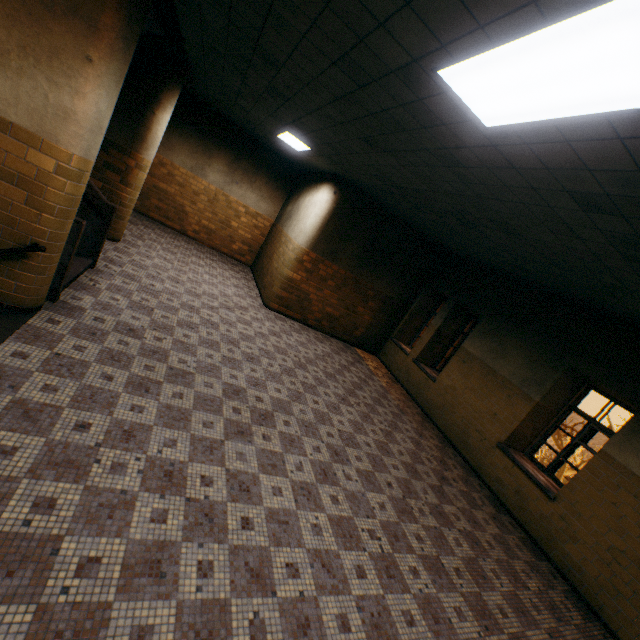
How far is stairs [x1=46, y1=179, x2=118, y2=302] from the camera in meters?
4.1

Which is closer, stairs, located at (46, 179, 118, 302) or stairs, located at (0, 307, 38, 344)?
stairs, located at (0, 307, 38, 344)

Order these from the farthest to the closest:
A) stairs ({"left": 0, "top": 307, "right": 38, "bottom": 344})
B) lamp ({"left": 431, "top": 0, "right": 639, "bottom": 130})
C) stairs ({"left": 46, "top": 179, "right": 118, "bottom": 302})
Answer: stairs ({"left": 46, "top": 179, "right": 118, "bottom": 302})
stairs ({"left": 0, "top": 307, "right": 38, "bottom": 344})
lamp ({"left": 431, "top": 0, "right": 639, "bottom": 130})

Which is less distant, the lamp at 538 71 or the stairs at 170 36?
the lamp at 538 71

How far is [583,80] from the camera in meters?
1.7 m

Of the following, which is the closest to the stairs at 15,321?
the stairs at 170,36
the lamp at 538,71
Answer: the stairs at 170,36

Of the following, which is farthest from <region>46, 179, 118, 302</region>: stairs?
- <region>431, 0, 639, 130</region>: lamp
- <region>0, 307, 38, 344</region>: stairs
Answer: <region>431, 0, 639, 130</region>: lamp
